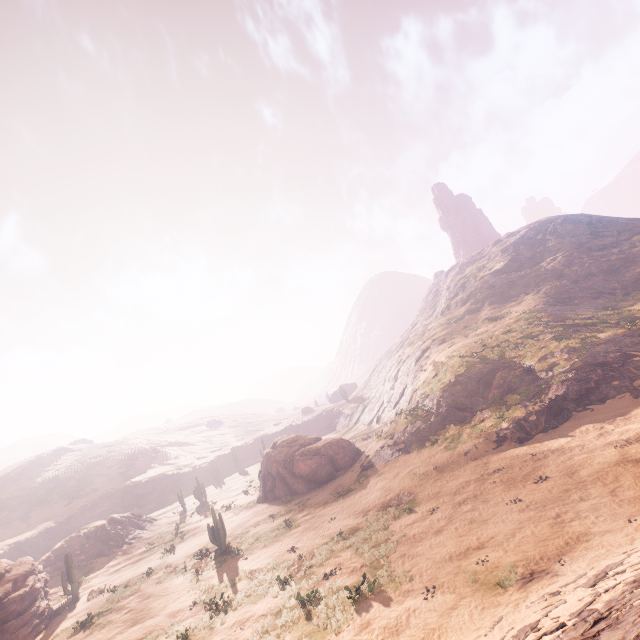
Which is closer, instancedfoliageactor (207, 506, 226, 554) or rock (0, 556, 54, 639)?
rock (0, 556, 54, 639)

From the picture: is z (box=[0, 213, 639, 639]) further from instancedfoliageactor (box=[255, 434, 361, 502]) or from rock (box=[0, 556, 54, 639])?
rock (box=[0, 556, 54, 639])

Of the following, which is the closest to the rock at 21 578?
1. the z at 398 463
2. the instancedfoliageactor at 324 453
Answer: the instancedfoliageactor at 324 453

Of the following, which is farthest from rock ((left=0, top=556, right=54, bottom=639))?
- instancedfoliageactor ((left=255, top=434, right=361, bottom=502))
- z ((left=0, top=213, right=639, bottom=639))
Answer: z ((left=0, top=213, right=639, bottom=639))

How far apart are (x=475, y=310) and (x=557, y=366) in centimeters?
2568cm

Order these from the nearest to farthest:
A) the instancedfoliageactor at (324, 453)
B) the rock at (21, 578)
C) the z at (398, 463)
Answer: the z at (398, 463)
the rock at (21, 578)
the instancedfoliageactor at (324, 453)

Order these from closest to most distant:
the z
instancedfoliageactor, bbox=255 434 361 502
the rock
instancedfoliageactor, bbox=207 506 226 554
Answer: the z < the rock < instancedfoliageactor, bbox=207 506 226 554 < instancedfoliageactor, bbox=255 434 361 502
